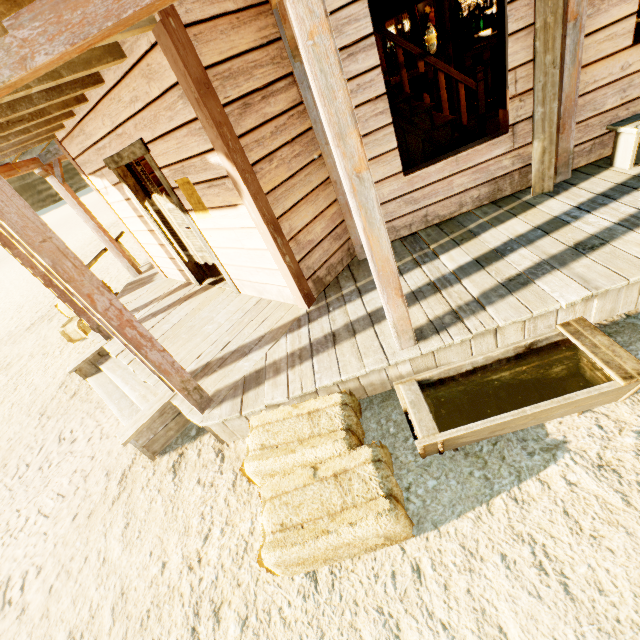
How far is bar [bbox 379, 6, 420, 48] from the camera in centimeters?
884cm

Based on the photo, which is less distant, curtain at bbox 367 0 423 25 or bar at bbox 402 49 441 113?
curtain at bbox 367 0 423 25

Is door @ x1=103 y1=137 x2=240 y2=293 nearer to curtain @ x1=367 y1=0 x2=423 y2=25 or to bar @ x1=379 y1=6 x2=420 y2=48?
curtain @ x1=367 y1=0 x2=423 y2=25

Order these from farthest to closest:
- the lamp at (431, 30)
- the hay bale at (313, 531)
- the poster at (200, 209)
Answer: the lamp at (431, 30) < the poster at (200, 209) < the hay bale at (313, 531)

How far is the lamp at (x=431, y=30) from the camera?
5.37m

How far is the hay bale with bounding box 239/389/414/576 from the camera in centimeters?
200cm

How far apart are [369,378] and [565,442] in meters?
1.5 m

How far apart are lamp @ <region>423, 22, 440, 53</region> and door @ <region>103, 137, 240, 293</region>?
4.4 meters
